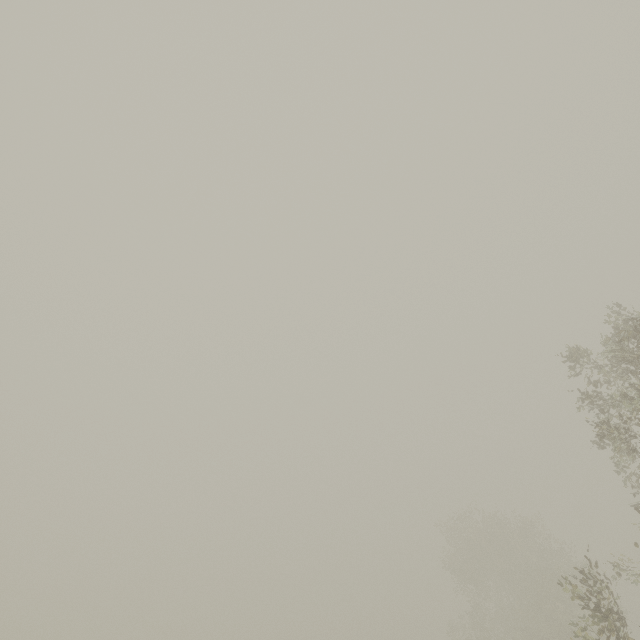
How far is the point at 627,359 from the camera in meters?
8.0 m
